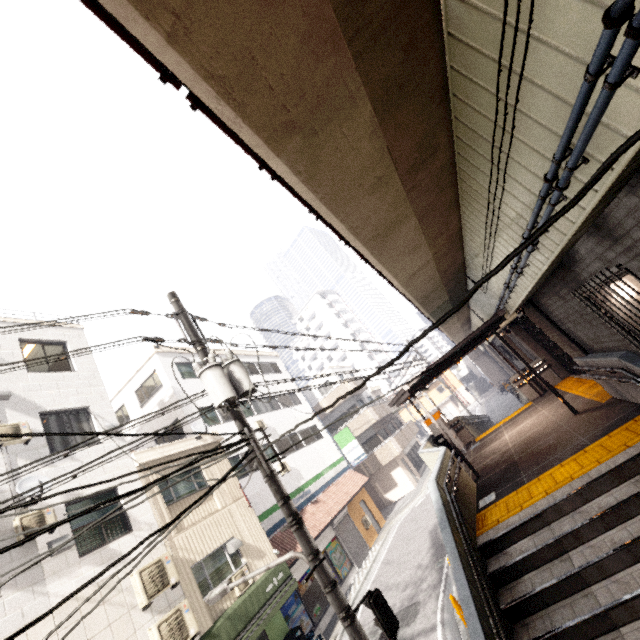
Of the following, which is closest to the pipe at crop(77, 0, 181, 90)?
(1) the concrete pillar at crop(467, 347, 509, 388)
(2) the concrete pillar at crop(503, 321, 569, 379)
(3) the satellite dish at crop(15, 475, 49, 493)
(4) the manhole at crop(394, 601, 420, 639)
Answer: (3) the satellite dish at crop(15, 475, 49, 493)

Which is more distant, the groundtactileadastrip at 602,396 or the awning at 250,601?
the awning at 250,601

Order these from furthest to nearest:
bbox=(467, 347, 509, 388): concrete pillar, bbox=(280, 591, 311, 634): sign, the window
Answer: bbox=(467, 347, 509, 388): concrete pillar < the window < bbox=(280, 591, 311, 634): sign

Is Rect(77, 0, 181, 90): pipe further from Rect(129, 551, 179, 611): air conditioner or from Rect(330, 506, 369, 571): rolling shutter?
Rect(330, 506, 369, 571): rolling shutter

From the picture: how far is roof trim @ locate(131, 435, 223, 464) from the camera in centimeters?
1130cm

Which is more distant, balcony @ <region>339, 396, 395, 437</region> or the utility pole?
balcony @ <region>339, 396, 395, 437</region>

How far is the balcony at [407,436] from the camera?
25.61m

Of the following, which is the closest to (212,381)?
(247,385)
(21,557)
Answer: (247,385)
